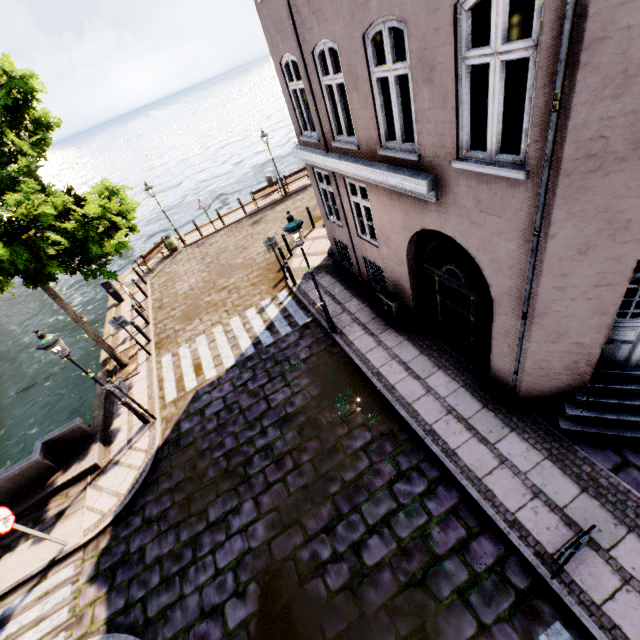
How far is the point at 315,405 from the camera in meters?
8.3

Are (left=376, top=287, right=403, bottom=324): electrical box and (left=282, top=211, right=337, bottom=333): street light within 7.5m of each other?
yes

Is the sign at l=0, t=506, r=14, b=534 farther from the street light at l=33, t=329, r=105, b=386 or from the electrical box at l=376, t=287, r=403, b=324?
the electrical box at l=376, t=287, r=403, b=324

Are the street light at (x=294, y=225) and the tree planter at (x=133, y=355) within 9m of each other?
yes

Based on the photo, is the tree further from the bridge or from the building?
the building

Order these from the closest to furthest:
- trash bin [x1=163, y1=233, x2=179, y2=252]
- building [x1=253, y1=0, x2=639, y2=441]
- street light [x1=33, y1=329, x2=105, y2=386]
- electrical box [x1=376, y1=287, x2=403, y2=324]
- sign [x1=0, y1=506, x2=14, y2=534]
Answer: building [x1=253, y1=0, x2=639, y2=441], sign [x1=0, y1=506, x2=14, y2=534], street light [x1=33, y1=329, x2=105, y2=386], electrical box [x1=376, y1=287, x2=403, y2=324], trash bin [x1=163, y1=233, x2=179, y2=252]

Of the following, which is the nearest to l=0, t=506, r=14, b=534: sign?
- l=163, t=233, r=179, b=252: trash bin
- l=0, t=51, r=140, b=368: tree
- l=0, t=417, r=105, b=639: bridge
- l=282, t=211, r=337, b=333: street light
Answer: l=0, t=417, r=105, b=639: bridge

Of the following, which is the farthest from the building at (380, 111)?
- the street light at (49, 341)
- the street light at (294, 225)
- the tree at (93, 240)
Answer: the street light at (49, 341)
